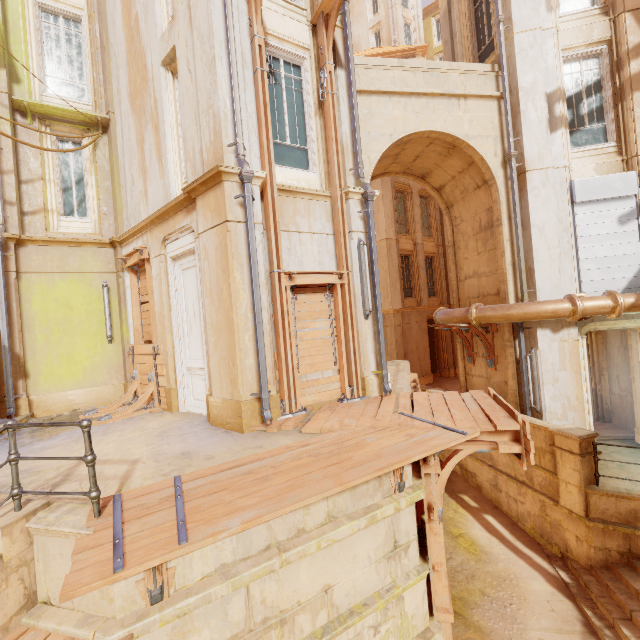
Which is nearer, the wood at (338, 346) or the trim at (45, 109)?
the wood at (338, 346)

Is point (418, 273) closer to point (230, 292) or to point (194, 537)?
point (230, 292)

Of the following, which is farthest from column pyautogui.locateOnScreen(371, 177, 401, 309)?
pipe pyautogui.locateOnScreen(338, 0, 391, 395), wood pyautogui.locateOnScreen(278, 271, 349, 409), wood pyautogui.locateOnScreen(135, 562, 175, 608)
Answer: wood pyautogui.locateOnScreen(135, 562, 175, 608)

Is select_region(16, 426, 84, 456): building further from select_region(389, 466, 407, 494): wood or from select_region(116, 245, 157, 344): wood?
select_region(116, 245, 157, 344): wood

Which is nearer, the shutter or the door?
the door

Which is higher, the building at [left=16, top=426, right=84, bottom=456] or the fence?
the fence

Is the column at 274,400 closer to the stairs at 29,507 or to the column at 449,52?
the stairs at 29,507

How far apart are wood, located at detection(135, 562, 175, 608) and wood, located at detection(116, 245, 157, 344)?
5.7 meters
